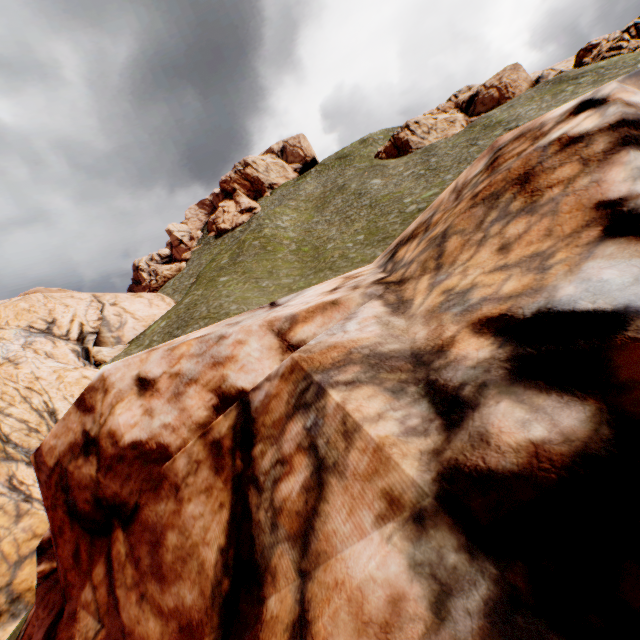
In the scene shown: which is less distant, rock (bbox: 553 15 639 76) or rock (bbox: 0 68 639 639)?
rock (bbox: 0 68 639 639)

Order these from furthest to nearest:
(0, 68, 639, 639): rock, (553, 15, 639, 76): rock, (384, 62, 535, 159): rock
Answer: (384, 62, 535, 159): rock → (553, 15, 639, 76): rock → (0, 68, 639, 639): rock

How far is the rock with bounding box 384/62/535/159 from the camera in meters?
48.0

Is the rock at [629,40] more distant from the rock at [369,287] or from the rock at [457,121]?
the rock at [369,287]

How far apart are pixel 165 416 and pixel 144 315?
34.7m

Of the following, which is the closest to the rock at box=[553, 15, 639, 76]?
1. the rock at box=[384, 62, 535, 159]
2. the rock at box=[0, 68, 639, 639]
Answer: the rock at box=[384, 62, 535, 159]

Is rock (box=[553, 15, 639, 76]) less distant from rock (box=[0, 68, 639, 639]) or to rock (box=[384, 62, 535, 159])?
rock (box=[384, 62, 535, 159])

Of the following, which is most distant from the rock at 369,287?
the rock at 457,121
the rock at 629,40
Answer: the rock at 629,40
